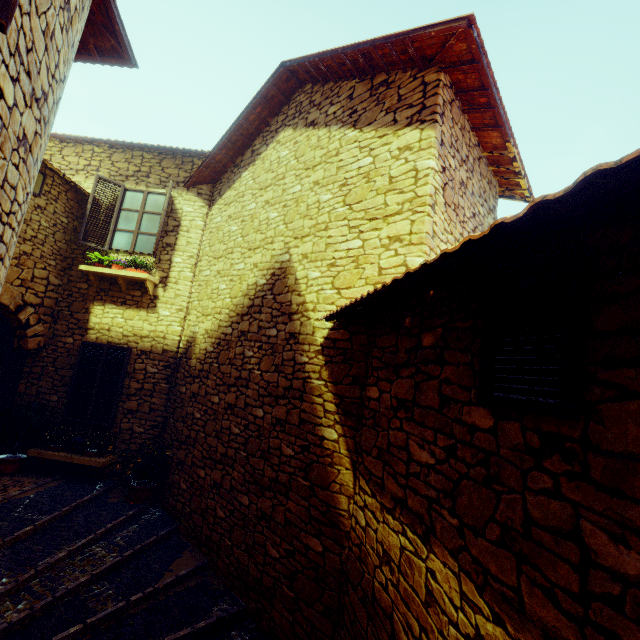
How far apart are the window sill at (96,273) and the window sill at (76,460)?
2.99m

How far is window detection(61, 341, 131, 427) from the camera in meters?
6.7

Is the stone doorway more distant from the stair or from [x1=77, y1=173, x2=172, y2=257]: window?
the stair

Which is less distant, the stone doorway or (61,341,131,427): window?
the stone doorway

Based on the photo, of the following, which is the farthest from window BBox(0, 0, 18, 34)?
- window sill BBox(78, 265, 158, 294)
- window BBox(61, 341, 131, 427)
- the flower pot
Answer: the flower pot

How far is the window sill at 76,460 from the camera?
6.2m

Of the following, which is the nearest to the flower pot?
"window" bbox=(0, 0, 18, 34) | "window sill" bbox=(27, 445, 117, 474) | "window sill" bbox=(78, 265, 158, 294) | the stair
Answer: "window sill" bbox=(27, 445, 117, 474)

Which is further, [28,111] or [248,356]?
[248,356]
